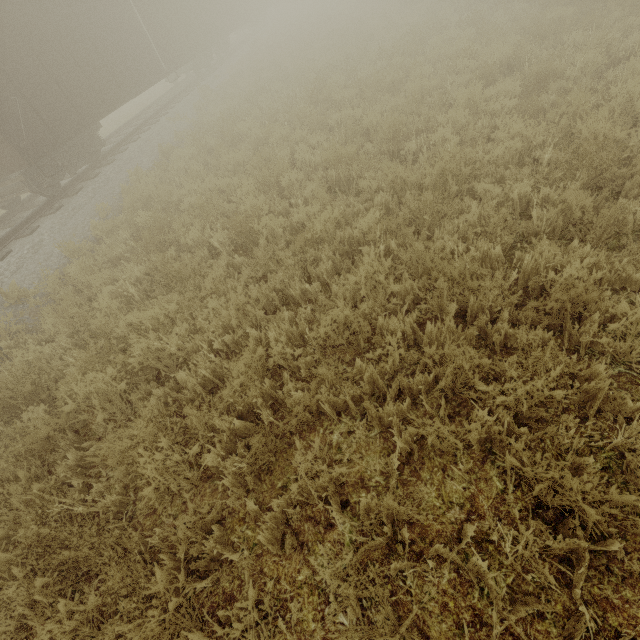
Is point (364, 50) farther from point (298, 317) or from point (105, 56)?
point (298, 317)
